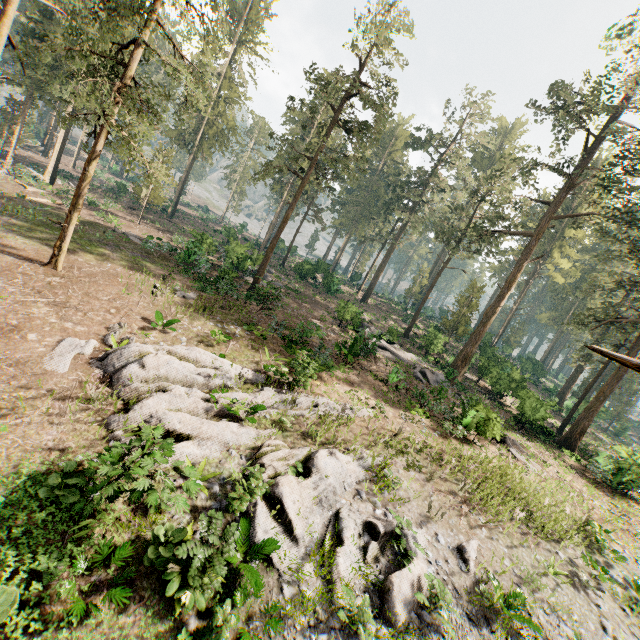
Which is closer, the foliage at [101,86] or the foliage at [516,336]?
the foliage at [101,86]

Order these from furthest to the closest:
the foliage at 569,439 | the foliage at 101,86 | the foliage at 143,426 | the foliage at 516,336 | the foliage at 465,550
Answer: the foliage at 516,336, the foliage at 569,439, the foliage at 101,86, the foliage at 465,550, the foliage at 143,426

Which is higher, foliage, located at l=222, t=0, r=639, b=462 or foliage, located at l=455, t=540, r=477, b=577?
foliage, located at l=222, t=0, r=639, b=462

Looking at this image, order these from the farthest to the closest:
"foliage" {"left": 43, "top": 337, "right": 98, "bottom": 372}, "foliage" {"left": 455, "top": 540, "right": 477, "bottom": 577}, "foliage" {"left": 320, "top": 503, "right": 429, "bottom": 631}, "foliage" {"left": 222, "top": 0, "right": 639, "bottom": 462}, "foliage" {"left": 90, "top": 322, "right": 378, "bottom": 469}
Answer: "foliage" {"left": 222, "top": 0, "right": 639, "bottom": 462} → "foliage" {"left": 43, "top": 337, "right": 98, "bottom": 372} → "foliage" {"left": 455, "top": 540, "right": 477, "bottom": 577} → "foliage" {"left": 90, "top": 322, "right": 378, "bottom": 469} → "foliage" {"left": 320, "top": 503, "right": 429, "bottom": 631}

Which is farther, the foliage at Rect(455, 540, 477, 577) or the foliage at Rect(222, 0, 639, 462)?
the foliage at Rect(222, 0, 639, 462)

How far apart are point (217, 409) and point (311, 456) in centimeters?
375cm

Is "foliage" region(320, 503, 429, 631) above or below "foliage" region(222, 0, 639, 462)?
below
